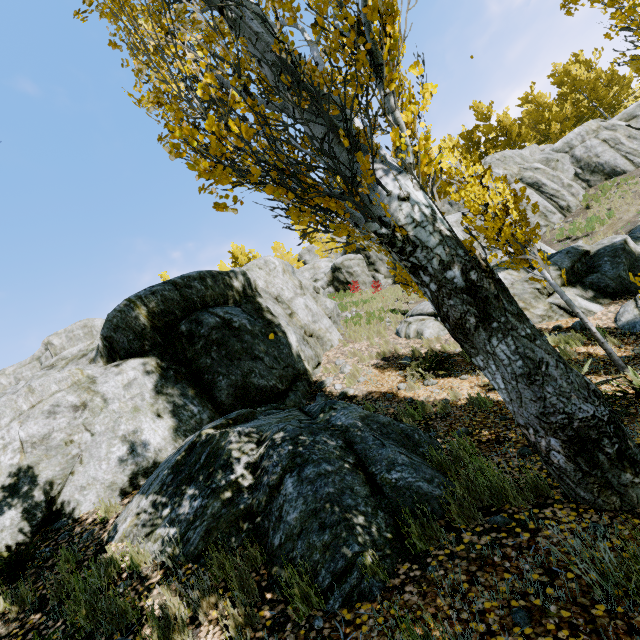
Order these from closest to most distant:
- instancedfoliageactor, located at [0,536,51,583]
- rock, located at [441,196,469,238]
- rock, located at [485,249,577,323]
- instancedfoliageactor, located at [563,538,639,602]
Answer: instancedfoliageactor, located at [563,538,639,602]
instancedfoliageactor, located at [0,536,51,583]
rock, located at [485,249,577,323]
rock, located at [441,196,469,238]

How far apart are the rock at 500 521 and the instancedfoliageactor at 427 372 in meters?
4.2

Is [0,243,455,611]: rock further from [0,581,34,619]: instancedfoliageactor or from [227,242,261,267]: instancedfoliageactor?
[227,242,261,267]: instancedfoliageactor

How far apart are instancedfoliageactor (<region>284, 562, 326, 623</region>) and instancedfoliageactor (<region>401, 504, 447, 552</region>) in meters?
1.0

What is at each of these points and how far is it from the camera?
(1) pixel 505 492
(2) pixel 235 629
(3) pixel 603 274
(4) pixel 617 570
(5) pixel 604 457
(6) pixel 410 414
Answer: (1) instancedfoliageactor, 3.37m
(2) instancedfoliageactor, 2.66m
(3) rock, 9.18m
(4) instancedfoliageactor, 1.91m
(5) instancedfoliageactor, 2.81m
(6) instancedfoliageactor, 6.22m

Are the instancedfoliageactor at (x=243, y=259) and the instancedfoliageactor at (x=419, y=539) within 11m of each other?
no

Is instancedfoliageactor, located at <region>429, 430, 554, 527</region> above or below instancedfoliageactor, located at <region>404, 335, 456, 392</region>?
below

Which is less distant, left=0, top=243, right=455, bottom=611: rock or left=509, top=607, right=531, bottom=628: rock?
left=509, top=607, right=531, bottom=628: rock
